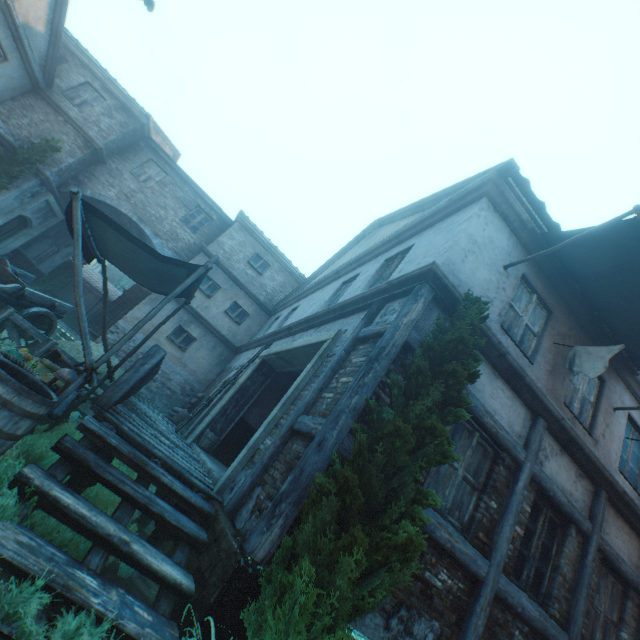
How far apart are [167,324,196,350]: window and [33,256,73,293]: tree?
11.3 meters

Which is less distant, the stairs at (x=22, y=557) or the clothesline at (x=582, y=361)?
the stairs at (x=22, y=557)

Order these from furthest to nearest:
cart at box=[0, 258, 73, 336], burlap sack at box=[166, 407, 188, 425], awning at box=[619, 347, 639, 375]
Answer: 1. burlap sack at box=[166, 407, 188, 425]
2. cart at box=[0, 258, 73, 336]
3. awning at box=[619, 347, 639, 375]

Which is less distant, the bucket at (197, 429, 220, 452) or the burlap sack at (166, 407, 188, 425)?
the bucket at (197, 429, 220, 452)

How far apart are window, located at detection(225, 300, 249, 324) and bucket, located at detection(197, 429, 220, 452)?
7.5 meters

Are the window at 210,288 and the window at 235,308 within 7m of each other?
yes

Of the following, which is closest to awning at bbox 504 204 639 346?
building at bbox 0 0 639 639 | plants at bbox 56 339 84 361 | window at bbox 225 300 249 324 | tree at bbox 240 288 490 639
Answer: building at bbox 0 0 639 639

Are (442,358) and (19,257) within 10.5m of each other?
no
